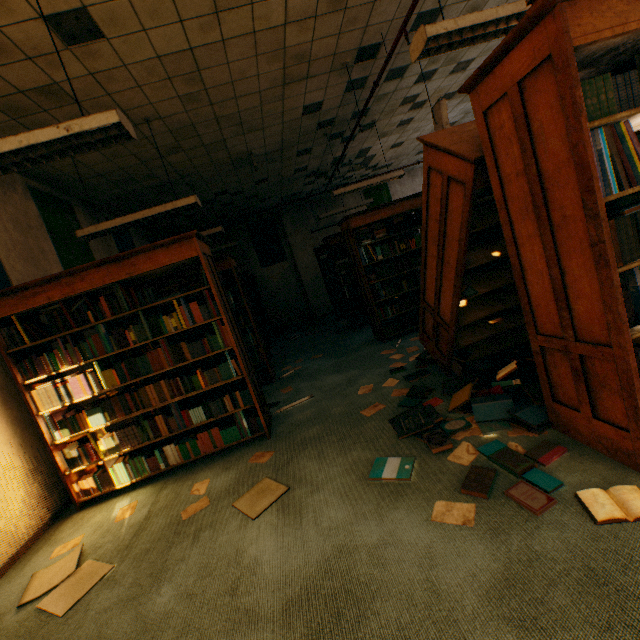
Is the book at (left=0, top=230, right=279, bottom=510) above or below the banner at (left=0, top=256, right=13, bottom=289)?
below

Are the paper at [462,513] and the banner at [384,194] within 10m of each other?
no

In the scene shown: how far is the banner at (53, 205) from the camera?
4.55m

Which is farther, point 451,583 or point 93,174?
point 93,174

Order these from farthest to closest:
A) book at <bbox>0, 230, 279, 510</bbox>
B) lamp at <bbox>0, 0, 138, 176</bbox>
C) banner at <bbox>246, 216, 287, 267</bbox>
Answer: banner at <bbox>246, 216, 287, 267</bbox> → book at <bbox>0, 230, 279, 510</bbox> → lamp at <bbox>0, 0, 138, 176</bbox>

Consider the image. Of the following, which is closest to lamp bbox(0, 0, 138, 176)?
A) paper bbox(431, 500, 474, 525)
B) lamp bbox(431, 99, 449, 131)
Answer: paper bbox(431, 500, 474, 525)

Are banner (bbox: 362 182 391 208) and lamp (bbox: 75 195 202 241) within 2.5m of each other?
no

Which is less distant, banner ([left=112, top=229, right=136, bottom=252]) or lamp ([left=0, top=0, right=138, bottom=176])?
lamp ([left=0, top=0, right=138, bottom=176])
